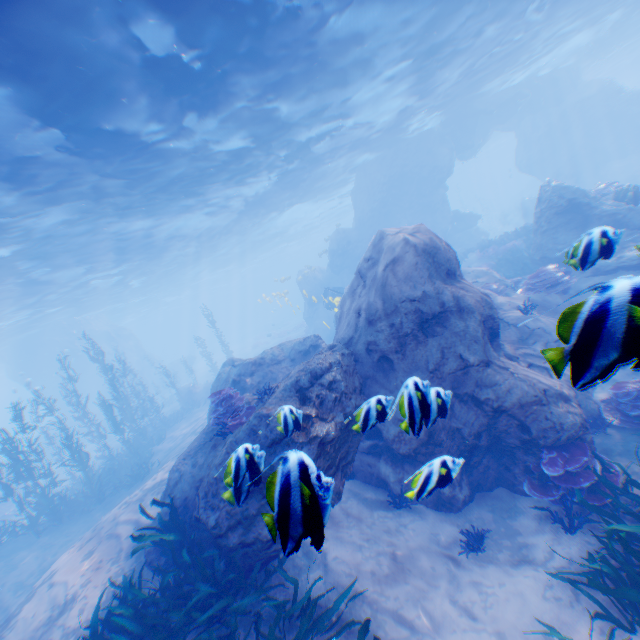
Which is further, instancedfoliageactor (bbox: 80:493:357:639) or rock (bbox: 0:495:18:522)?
rock (bbox: 0:495:18:522)

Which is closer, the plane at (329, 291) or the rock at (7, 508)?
the plane at (329, 291)

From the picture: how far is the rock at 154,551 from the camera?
6.4m

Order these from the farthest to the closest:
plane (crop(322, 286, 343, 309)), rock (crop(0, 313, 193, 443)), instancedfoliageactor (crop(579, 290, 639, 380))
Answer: rock (crop(0, 313, 193, 443)) < plane (crop(322, 286, 343, 309)) < instancedfoliageactor (crop(579, 290, 639, 380))

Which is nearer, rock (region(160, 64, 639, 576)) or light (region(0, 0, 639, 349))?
rock (region(160, 64, 639, 576))

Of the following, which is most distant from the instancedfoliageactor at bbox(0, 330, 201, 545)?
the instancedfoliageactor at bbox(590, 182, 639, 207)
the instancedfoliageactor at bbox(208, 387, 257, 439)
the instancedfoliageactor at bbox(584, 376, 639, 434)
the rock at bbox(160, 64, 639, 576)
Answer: the instancedfoliageactor at bbox(584, 376, 639, 434)

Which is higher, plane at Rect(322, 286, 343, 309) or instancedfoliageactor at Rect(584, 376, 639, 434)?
plane at Rect(322, 286, 343, 309)

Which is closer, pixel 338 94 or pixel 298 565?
pixel 298 565
